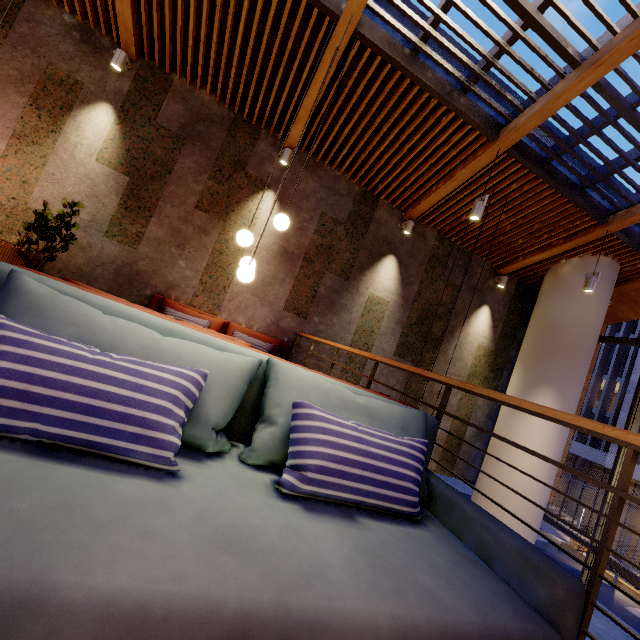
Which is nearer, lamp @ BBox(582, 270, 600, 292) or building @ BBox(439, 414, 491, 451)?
lamp @ BBox(582, 270, 600, 292)

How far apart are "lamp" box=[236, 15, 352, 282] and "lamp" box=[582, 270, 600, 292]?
5.1 meters

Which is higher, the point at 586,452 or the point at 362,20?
the point at 362,20

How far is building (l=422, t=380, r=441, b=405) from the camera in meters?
6.9

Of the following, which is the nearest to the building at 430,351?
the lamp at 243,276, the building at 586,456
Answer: the lamp at 243,276

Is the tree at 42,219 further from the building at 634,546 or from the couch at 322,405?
the building at 634,546

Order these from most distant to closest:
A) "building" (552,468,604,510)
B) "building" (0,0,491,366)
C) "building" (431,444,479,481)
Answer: "building" (552,468,604,510)
"building" (431,444,479,481)
"building" (0,0,491,366)

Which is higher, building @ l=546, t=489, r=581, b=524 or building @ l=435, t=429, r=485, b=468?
building @ l=435, t=429, r=485, b=468
